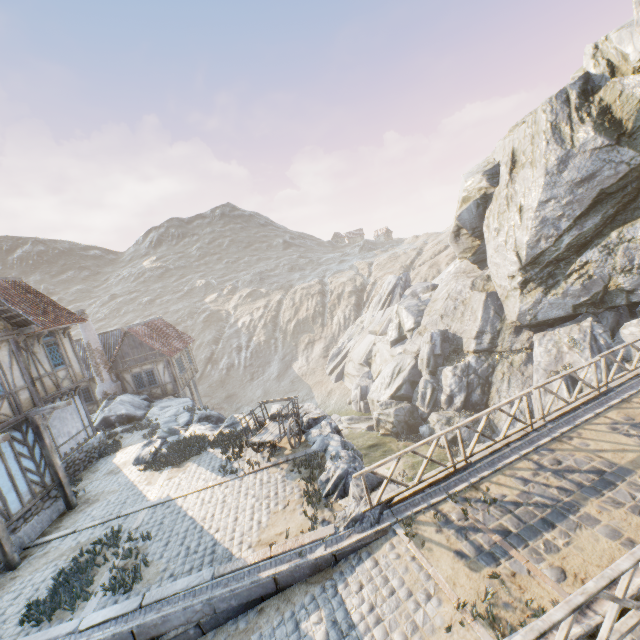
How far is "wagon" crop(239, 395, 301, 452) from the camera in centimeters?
1183cm

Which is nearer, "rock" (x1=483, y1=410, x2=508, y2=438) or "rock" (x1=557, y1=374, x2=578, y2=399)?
"rock" (x1=557, y1=374, x2=578, y2=399)

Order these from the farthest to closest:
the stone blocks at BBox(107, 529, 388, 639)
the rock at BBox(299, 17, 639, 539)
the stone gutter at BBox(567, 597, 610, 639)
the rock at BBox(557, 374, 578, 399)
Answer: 1. the rock at BBox(557, 374, 578, 399)
2. the rock at BBox(299, 17, 639, 539)
3. the stone blocks at BBox(107, 529, 388, 639)
4. the stone gutter at BBox(567, 597, 610, 639)

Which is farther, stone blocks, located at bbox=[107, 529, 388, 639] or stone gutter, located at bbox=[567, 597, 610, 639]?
stone blocks, located at bbox=[107, 529, 388, 639]

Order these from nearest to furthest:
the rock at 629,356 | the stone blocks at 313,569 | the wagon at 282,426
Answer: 1. the stone blocks at 313,569
2. the wagon at 282,426
3. the rock at 629,356

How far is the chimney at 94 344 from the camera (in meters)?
23.36

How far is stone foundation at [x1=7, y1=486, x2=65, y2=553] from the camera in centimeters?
1052cm

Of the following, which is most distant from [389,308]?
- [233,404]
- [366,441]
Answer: [233,404]
